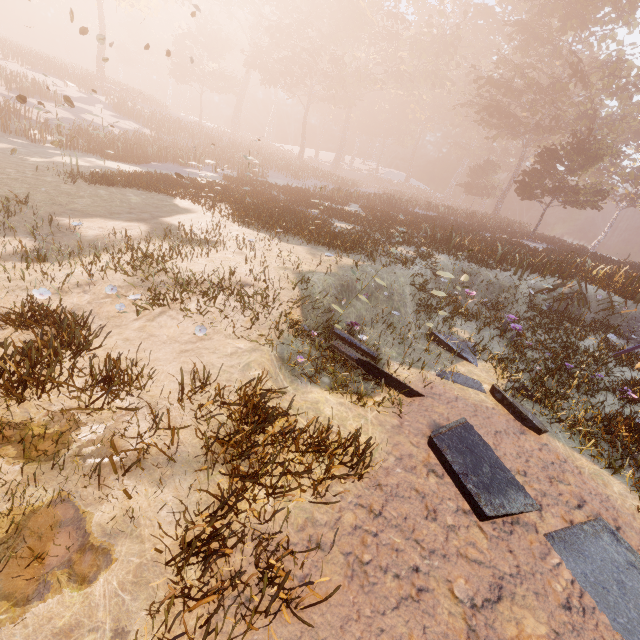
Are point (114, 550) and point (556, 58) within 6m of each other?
no
